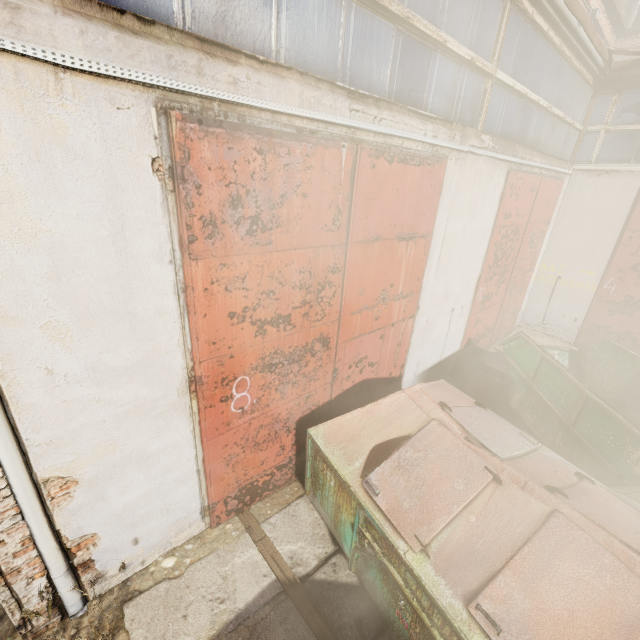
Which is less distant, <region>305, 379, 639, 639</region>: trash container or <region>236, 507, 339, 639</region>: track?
<region>305, 379, 639, 639</region>: trash container

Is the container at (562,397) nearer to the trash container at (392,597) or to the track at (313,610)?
the trash container at (392,597)

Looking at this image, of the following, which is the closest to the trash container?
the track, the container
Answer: the track

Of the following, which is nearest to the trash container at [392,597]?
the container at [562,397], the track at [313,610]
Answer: the track at [313,610]

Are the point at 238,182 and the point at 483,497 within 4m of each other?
yes

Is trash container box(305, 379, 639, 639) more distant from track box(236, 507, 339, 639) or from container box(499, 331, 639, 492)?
container box(499, 331, 639, 492)

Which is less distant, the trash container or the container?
the trash container
